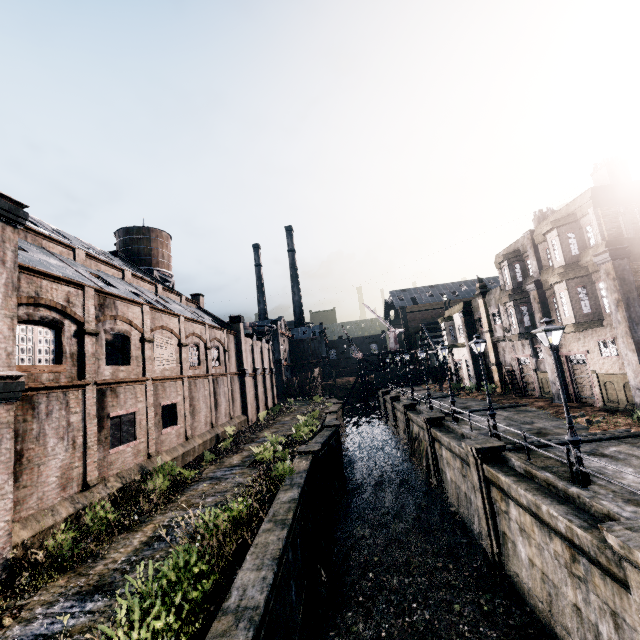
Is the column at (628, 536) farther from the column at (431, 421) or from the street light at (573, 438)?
the column at (431, 421)

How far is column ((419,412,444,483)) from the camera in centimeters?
2389cm

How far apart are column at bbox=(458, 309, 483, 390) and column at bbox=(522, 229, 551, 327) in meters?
12.1

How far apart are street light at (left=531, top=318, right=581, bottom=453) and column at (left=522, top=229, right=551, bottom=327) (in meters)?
15.31

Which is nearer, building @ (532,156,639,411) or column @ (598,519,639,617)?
column @ (598,519,639,617)

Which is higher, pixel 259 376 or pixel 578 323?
pixel 578 323

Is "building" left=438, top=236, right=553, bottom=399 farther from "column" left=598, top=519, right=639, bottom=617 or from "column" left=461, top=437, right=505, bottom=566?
"column" left=598, top=519, right=639, bottom=617

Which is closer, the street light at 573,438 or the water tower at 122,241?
the street light at 573,438
